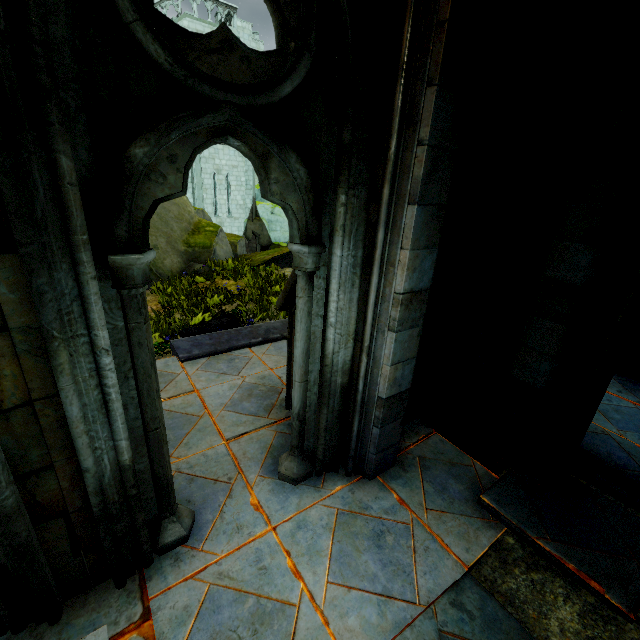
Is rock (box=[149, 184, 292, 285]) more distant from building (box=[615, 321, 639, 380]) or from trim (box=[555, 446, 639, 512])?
trim (box=[555, 446, 639, 512])

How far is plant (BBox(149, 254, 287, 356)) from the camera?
6.1m

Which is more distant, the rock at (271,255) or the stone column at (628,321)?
the rock at (271,255)

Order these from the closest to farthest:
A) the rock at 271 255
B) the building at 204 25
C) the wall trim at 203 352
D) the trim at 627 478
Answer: the trim at 627 478
the wall trim at 203 352
the rock at 271 255
the building at 204 25

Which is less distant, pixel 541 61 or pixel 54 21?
pixel 54 21

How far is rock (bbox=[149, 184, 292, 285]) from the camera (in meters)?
10.12

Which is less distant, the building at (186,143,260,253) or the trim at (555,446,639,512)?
the trim at (555,446,639,512)

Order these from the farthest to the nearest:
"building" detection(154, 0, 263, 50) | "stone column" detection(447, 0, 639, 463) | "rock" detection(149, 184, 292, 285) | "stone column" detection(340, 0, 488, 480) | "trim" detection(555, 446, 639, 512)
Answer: "building" detection(154, 0, 263, 50) → "rock" detection(149, 184, 292, 285) → "trim" detection(555, 446, 639, 512) → "stone column" detection(447, 0, 639, 463) → "stone column" detection(340, 0, 488, 480)
